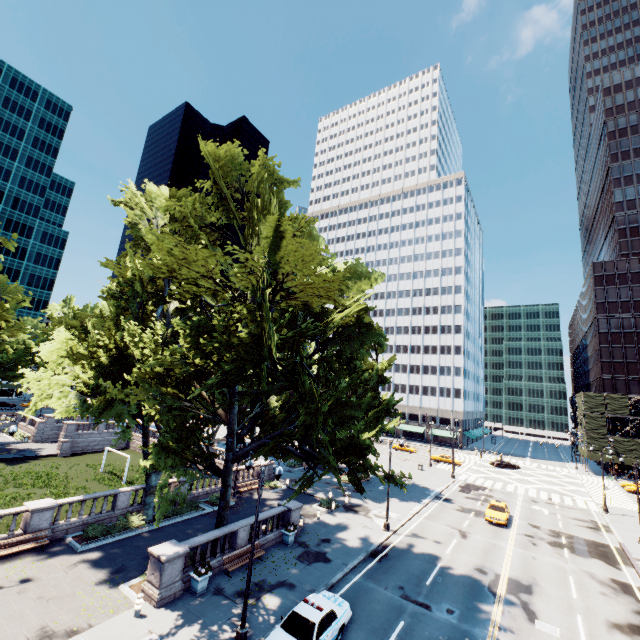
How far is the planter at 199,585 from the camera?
16.30m

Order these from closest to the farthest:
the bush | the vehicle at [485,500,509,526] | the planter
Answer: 1. the planter
2. the bush
3. the vehicle at [485,500,509,526]

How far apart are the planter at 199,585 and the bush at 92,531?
8.11m

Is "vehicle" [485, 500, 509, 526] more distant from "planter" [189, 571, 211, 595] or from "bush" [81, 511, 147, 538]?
"bush" [81, 511, 147, 538]

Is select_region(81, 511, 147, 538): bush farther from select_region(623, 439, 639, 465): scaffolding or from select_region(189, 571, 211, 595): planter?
select_region(623, 439, 639, 465): scaffolding

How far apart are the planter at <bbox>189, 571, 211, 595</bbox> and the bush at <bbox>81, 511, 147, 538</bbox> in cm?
811

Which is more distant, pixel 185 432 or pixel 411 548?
pixel 411 548

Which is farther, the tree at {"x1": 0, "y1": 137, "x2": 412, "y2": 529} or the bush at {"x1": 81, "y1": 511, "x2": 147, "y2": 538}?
the bush at {"x1": 81, "y1": 511, "x2": 147, "y2": 538}
